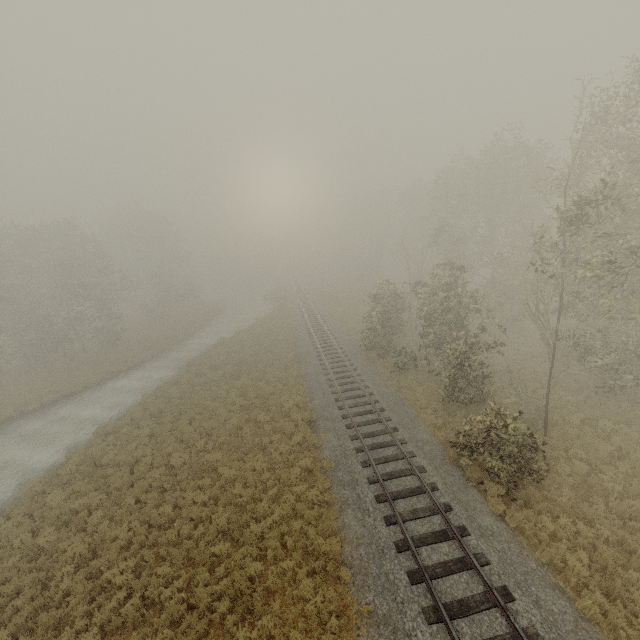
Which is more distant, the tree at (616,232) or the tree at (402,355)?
the tree at (402,355)

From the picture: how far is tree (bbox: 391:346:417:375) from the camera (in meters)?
22.86

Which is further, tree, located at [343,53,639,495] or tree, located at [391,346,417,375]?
tree, located at [391,346,417,375]

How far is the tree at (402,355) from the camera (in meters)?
22.86

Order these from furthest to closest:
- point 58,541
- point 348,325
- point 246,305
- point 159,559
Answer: point 246,305, point 348,325, point 58,541, point 159,559

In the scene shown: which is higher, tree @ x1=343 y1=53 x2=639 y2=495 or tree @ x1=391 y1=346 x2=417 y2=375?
tree @ x1=343 y1=53 x2=639 y2=495
